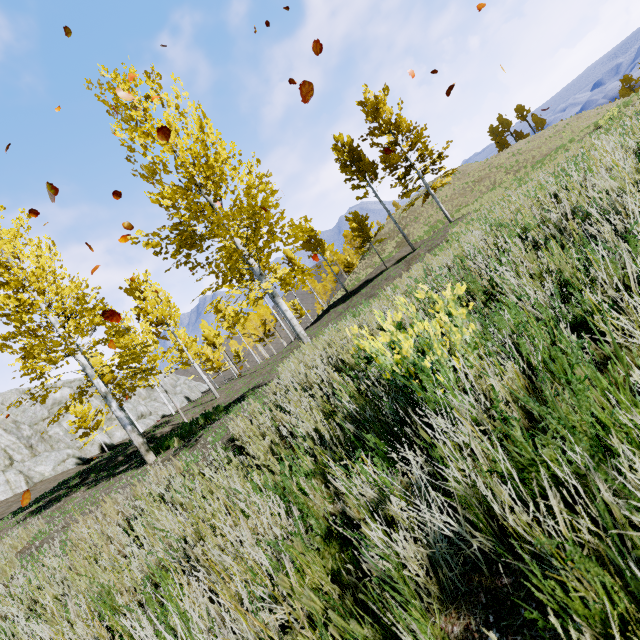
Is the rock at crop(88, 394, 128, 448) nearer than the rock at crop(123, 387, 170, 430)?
Yes

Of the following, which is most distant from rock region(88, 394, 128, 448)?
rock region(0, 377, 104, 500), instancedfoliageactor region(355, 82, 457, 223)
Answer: instancedfoliageactor region(355, 82, 457, 223)

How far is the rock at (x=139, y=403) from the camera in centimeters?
4009cm

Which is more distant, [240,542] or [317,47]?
[317,47]

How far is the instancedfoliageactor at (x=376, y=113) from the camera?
19.86m

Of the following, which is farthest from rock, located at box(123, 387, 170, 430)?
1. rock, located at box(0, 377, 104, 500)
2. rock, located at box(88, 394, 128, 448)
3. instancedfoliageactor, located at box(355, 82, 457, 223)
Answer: instancedfoliageactor, located at box(355, 82, 457, 223)

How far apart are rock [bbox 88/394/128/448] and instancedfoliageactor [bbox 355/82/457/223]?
39.4m

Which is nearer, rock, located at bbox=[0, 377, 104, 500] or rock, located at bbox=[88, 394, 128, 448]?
rock, located at bbox=[0, 377, 104, 500]
